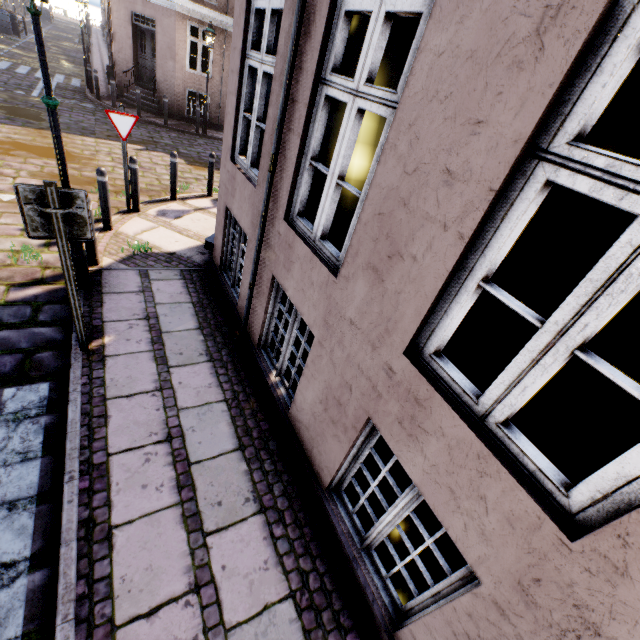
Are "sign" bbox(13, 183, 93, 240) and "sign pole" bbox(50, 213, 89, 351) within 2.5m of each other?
yes

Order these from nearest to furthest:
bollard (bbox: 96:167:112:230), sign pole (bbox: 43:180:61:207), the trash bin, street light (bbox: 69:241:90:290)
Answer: sign pole (bbox: 43:180:61:207), street light (bbox: 69:241:90:290), bollard (bbox: 96:167:112:230), the trash bin

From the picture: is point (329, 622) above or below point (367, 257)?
below

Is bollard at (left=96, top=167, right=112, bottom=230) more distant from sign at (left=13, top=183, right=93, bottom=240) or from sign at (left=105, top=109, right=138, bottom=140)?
A: sign at (left=13, top=183, right=93, bottom=240)

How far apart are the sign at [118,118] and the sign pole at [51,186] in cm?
426

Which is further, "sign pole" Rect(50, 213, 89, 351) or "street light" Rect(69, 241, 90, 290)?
"street light" Rect(69, 241, 90, 290)

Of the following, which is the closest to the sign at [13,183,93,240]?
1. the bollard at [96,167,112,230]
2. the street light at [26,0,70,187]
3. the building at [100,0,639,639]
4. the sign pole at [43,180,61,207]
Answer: the sign pole at [43,180,61,207]

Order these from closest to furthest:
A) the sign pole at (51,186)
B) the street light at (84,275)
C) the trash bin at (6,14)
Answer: the sign pole at (51,186) → the street light at (84,275) → the trash bin at (6,14)
